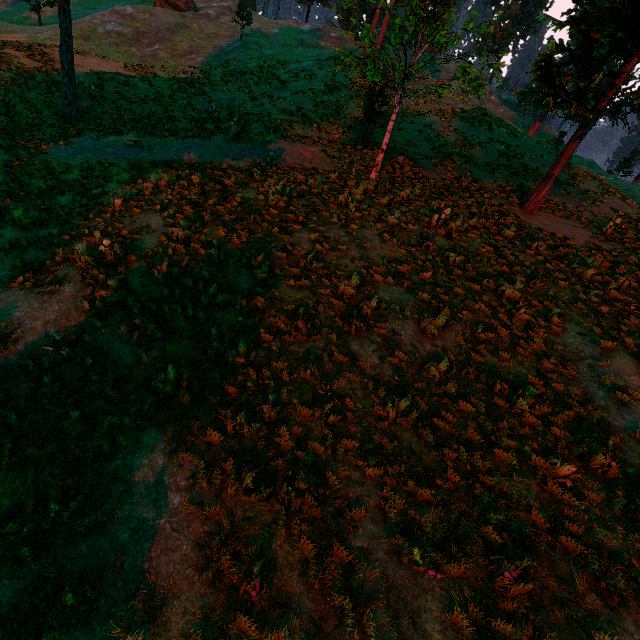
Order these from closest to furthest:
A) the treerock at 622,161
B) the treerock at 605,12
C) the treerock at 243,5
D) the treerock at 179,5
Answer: the treerock at 605,12, the treerock at 243,5, the treerock at 179,5, the treerock at 622,161

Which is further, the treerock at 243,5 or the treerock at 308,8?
the treerock at 308,8

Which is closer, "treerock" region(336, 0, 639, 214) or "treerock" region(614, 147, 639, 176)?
"treerock" region(336, 0, 639, 214)

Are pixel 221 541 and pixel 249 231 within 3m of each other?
no

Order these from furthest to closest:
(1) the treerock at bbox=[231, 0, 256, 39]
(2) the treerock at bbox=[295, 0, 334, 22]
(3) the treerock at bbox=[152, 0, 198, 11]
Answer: (2) the treerock at bbox=[295, 0, 334, 22]
(3) the treerock at bbox=[152, 0, 198, 11]
(1) the treerock at bbox=[231, 0, 256, 39]
